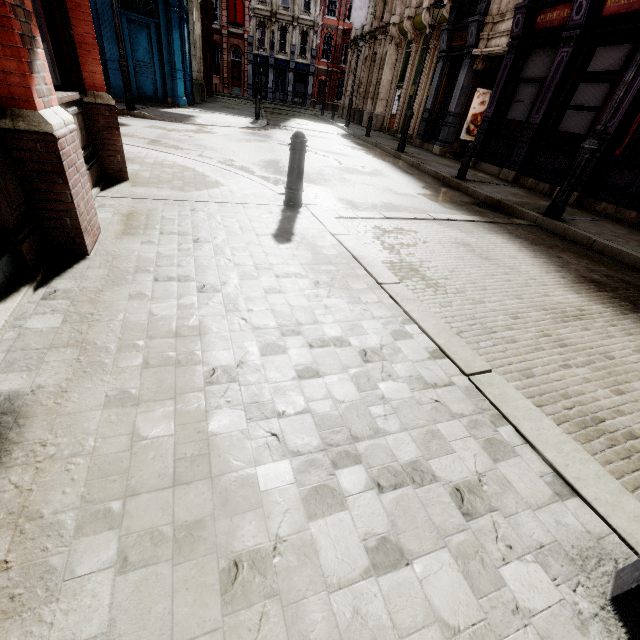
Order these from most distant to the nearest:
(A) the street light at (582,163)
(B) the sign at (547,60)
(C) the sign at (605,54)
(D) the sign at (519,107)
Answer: (D) the sign at (519,107) → (B) the sign at (547,60) → (C) the sign at (605,54) → (A) the street light at (582,163)

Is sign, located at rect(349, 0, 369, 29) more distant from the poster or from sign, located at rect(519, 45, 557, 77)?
sign, located at rect(519, 45, 557, 77)

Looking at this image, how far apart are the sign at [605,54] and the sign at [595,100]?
0.3 meters

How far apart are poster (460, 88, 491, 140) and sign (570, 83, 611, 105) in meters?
5.9 m

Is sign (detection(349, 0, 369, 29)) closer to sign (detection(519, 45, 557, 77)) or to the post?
sign (detection(519, 45, 557, 77))

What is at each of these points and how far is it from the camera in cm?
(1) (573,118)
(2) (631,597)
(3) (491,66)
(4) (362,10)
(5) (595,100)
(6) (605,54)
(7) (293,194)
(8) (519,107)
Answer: (1) sign, 899
(2) street light, 112
(3) tunnel, 1302
(4) sign, 2294
(5) sign, 842
(6) sign, 821
(7) post, 470
(8) sign, 1084

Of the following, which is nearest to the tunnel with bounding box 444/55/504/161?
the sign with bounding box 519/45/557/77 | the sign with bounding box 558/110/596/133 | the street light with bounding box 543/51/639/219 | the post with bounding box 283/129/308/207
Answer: the sign with bounding box 519/45/557/77

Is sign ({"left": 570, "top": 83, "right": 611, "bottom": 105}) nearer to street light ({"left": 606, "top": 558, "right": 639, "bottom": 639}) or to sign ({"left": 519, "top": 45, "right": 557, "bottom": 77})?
sign ({"left": 519, "top": 45, "right": 557, "bottom": 77})
